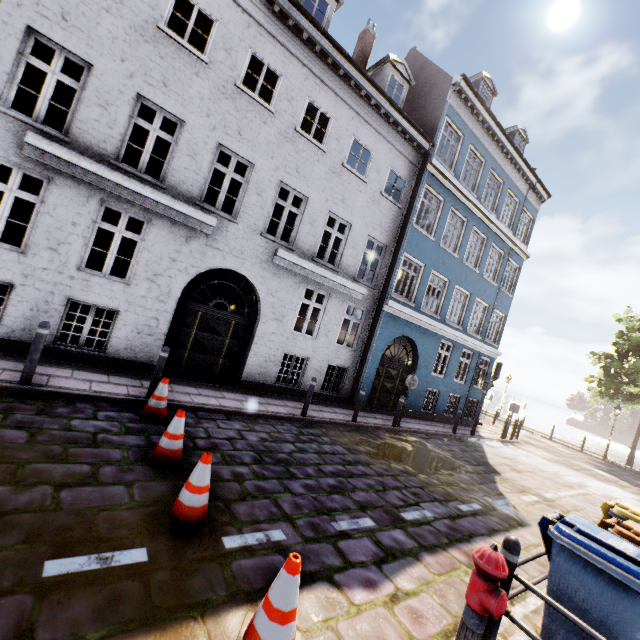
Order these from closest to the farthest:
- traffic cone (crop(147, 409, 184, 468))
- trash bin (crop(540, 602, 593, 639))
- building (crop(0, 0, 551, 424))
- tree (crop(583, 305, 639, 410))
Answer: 1. trash bin (crop(540, 602, 593, 639))
2. traffic cone (crop(147, 409, 184, 468))
3. building (crop(0, 0, 551, 424))
4. tree (crop(583, 305, 639, 410))

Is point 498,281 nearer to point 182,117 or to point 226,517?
point 182,117

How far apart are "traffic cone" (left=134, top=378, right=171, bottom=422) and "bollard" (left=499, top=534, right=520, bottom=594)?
5.4m

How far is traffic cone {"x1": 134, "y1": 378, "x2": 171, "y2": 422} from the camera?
6.0m

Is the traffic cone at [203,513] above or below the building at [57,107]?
below

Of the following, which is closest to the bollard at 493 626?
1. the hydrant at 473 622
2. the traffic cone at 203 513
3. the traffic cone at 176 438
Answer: the hydrant at 473 622

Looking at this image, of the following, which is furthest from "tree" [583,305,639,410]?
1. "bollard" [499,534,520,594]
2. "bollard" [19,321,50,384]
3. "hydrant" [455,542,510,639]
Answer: "bollard" [19,321,50,384]

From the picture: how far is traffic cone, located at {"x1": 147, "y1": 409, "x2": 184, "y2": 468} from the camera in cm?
459
